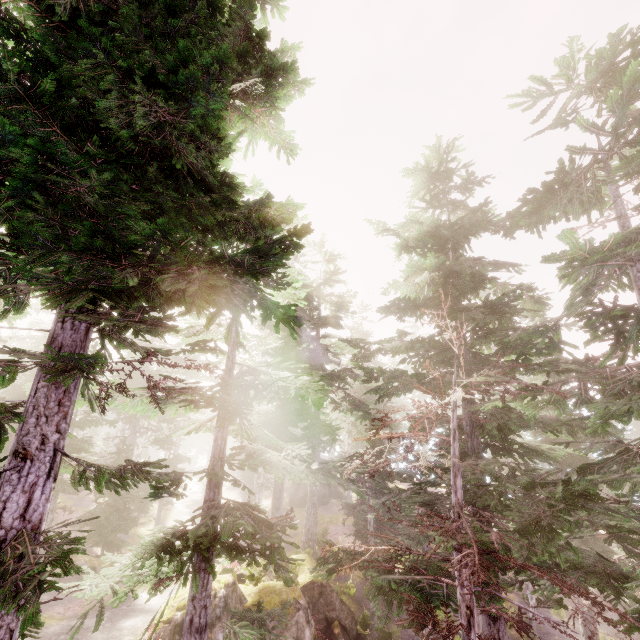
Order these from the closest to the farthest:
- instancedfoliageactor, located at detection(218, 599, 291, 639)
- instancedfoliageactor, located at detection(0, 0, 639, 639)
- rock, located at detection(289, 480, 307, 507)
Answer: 1. instancedfoliageactor, located at detection(0, 0, 639, 639)
2. instancedfoliageactor, located at detection(218, 599, 291, 639)
3. rock, located at detection(289, 480, 307, 507)

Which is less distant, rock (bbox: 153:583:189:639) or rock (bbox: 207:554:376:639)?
rock (bbox: 153:583:189:639)

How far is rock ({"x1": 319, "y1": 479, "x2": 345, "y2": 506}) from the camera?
35.2m

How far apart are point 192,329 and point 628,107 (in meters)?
14.11

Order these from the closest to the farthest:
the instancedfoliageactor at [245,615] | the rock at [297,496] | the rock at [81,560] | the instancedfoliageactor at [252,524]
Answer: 1. the instancedfoliageactor at [252,524]
2. the instancedfoliageactor at [245,615]
3. the rock at [81,560]
4. the rock at [297,496]

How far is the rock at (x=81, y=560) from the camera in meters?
17.4 m
